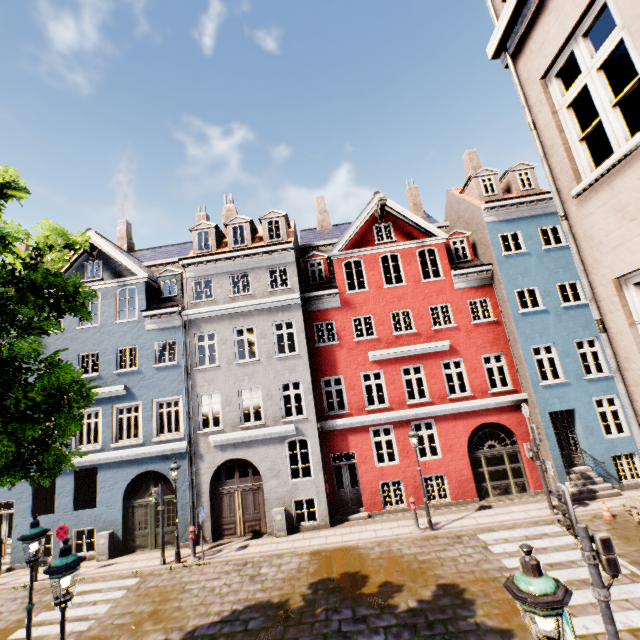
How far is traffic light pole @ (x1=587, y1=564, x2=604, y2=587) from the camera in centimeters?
500cm

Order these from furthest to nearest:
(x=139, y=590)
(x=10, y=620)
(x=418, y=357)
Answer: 1. (x=418, y=357)
2. (x=139, y=590)
3. (x=10, y=620)

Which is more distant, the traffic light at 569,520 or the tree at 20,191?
the tree at 20,191

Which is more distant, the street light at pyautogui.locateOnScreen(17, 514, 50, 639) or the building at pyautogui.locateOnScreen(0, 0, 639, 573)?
the street light at pyautogui.locateOnScreen(17, 514, 50, 639)

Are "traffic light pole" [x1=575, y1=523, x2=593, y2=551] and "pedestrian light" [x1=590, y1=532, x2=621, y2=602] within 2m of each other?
yes

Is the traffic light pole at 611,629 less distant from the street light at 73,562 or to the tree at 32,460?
the street light at 73,562

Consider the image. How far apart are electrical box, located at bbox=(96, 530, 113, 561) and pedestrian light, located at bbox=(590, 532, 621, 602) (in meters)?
17.02

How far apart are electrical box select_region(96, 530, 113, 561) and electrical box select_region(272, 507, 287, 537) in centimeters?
726cm
